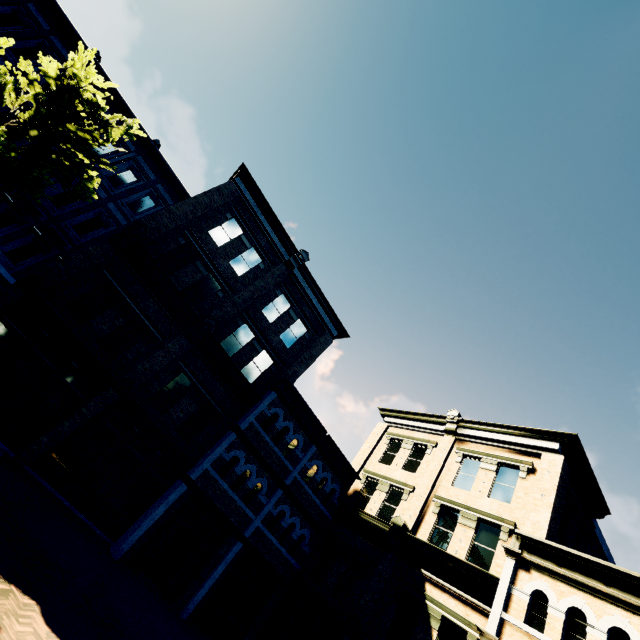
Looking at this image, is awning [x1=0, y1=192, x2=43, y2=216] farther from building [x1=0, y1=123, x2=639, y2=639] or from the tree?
the tree

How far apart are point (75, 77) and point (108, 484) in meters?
14.4

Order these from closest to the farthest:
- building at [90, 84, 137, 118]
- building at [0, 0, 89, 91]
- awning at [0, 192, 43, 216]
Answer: awning at [0, 192, 43, 216] < building at [0, 0, 89, 91] < building at [90, 84, 137, 118]

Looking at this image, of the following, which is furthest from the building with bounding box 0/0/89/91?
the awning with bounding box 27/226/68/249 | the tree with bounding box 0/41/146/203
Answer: the tree with bounding box 0/41/146/203

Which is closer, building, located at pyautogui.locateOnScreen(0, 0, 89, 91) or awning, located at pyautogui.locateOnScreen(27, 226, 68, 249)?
awning, located at pyautogui.locateOnScreen(27, 226, 68, 249)

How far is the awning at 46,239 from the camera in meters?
14.7

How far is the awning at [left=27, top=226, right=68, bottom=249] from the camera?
14.66m

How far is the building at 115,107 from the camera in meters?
17.7 m
